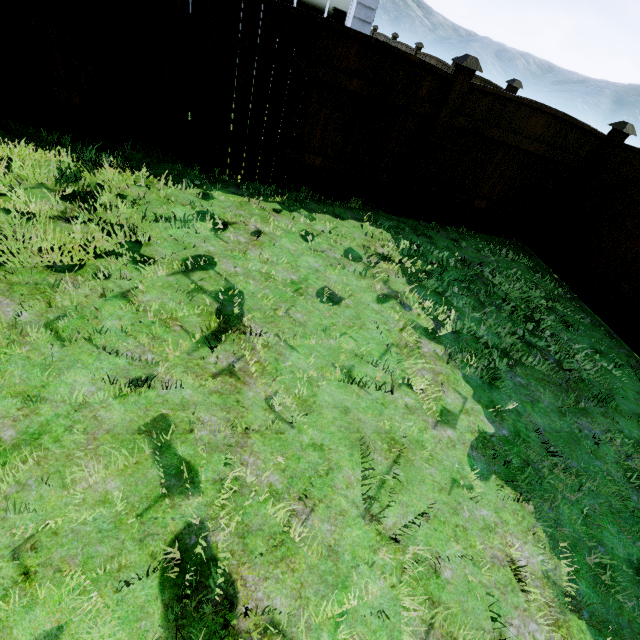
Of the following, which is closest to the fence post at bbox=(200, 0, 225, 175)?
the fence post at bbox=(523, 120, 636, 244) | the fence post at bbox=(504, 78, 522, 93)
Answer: the fence post at bbox=(523, 120, 636, 244)

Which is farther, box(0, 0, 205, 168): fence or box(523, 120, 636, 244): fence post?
box(523, 120, 636, 244): fence post

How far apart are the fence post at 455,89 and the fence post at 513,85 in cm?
406

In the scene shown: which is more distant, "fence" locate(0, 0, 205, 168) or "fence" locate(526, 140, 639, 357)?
"fence" locate(526, 140, 639, 357)

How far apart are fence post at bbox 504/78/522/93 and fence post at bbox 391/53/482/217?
4.1m

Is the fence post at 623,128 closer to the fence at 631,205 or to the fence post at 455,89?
the fence at 631,205

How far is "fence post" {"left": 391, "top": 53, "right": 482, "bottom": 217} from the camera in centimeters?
417cm

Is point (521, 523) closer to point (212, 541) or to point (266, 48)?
point (212, 541)
